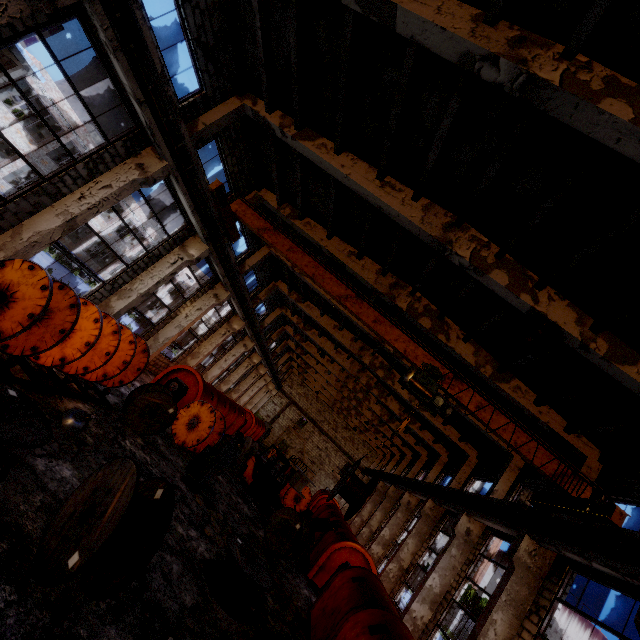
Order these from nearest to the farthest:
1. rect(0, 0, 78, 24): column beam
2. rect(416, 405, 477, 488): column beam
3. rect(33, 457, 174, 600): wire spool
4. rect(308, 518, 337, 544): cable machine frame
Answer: rect(33, 457, 174, 600): wire spool → rect(0, 0, 78, 24): column beam → rect(308, 518, 337, 544): cable machine frame → rect(416, 405, 477, 488): column beam

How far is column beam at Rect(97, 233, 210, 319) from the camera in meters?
13.1 m

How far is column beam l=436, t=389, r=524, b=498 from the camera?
14.91m

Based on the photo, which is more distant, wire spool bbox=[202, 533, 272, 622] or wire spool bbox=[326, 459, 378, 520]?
wire spool bbox=[326, 459, 378, 520]

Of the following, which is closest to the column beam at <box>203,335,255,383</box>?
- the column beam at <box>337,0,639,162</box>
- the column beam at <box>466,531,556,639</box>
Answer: the column beam at <box>466,531,556,639</box>

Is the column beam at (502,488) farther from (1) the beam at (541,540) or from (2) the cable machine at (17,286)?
(2) the cable machine at (17,286)

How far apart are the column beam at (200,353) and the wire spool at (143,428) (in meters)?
10.04

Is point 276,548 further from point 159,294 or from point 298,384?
point 159,294
